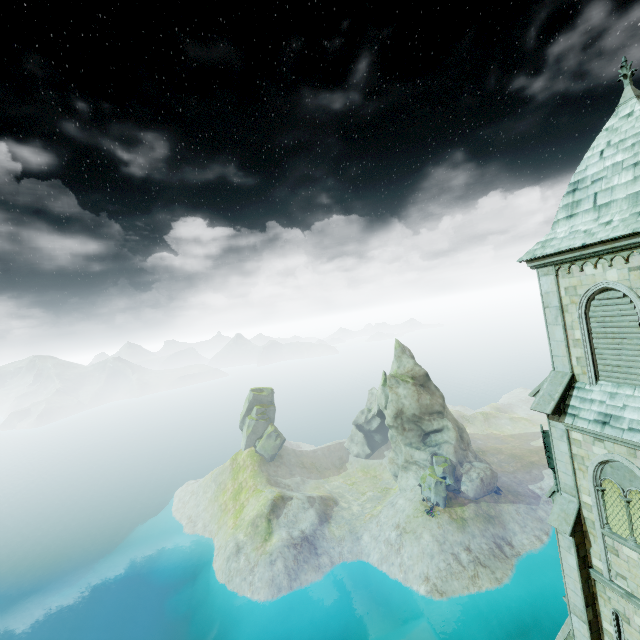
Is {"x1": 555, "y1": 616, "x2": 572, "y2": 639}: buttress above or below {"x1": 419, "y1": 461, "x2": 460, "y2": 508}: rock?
above

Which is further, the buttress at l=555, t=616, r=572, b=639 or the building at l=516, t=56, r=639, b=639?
the buttress at l=555, t=616, r=572, b=639

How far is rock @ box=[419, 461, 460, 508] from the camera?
54.9 meters

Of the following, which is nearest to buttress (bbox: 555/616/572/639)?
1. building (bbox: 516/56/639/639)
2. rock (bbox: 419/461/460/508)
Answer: building (bbox: 516/56/639/639)

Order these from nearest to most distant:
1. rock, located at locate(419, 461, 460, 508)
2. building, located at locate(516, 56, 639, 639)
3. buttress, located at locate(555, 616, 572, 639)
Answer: building, located at locate(516, 56, 639, 639), buttress, located at locate(555, 616, 572, 639), rock, located at locate(419, 461, 460, 508)

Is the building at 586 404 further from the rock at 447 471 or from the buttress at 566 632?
the rock at 447 471

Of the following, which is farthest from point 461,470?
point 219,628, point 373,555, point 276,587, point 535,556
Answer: point 219,628

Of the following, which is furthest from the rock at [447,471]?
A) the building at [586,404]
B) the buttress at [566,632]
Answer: the buttress at [566,632]
